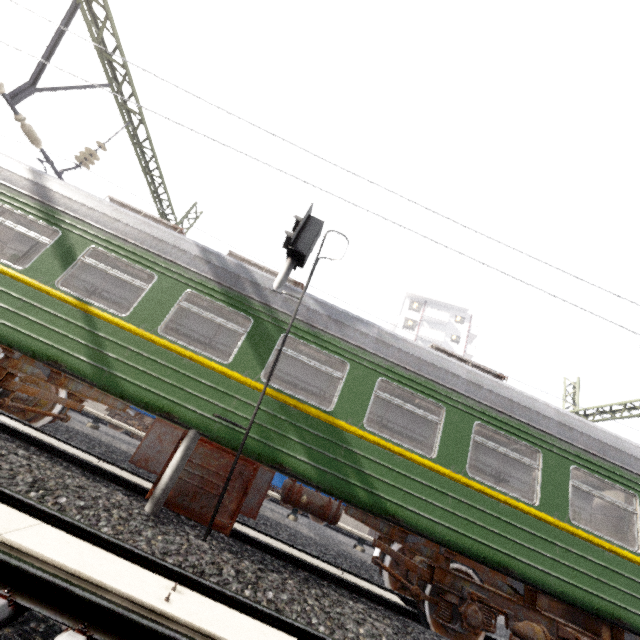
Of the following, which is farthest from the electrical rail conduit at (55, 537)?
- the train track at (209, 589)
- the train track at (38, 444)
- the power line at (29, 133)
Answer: the power line at (29, 133)

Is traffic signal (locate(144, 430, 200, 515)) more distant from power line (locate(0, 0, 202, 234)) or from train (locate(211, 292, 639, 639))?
power line (locate(0, 0, 202, 234))

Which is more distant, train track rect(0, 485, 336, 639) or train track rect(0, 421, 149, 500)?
train track rect(0, 421, 149, 500)

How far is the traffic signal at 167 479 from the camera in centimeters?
435cm

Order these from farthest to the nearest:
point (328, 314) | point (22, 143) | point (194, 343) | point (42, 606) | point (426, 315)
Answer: point (426, 315) → point (194, 343) → point (22, 143) → point (328, 314) → point (42, 606)

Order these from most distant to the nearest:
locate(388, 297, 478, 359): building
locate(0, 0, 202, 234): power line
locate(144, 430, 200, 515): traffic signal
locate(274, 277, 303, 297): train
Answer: locate(388, 297, 478, 359): building, locate(0, 0, 202, 234): power line, locate(274, 277, 303, 297): train, locate(144, 430, 200, 515): traffic signal

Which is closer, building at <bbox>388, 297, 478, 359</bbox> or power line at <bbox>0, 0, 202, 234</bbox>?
power line at <bbox>0, 0, 202, 234</bbox>

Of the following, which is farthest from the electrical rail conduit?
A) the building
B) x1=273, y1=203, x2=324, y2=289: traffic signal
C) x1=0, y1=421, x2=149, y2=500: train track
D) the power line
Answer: the building
